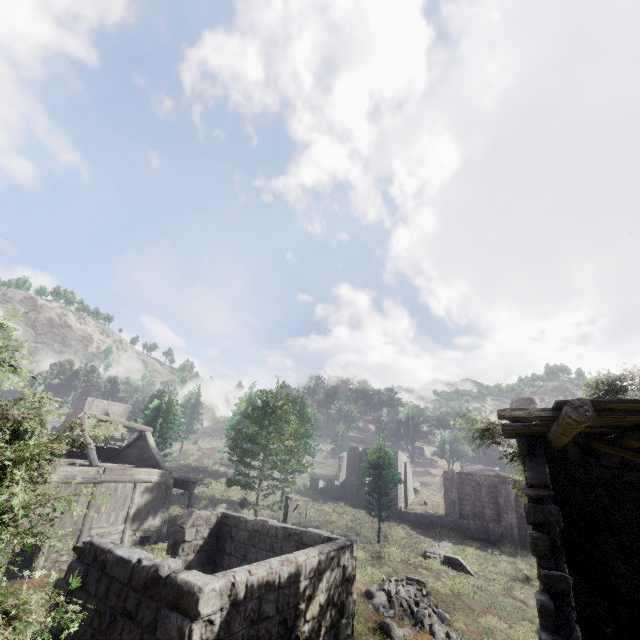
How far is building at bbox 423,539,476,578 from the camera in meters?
22.8 m

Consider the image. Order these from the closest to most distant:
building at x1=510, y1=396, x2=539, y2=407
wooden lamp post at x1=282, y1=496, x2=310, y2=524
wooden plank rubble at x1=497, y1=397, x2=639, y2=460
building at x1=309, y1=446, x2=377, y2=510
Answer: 1. wooden plank rubble at x1=497, y1=397, x2=639, y2=460
2. building at x1=510, y1=396, x2=539, y2=407
3. wooden lamp post at x1=282, y1=496, x2=310, y2=524
4. building at x1=309, y1=446, x2=377, y2=510

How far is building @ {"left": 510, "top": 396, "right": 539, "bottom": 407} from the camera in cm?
729

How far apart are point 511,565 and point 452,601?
11.57m

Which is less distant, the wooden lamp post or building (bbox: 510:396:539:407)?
building (bbox: 510:396:539:407)

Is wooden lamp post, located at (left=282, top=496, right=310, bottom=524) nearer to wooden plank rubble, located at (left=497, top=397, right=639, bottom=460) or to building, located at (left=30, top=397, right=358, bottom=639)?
building, located at (left=30, top=397, right=358, bottom=639)

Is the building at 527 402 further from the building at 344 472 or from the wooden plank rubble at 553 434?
the building at 344 472

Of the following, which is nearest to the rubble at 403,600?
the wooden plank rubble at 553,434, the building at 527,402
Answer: the building at 527,402
